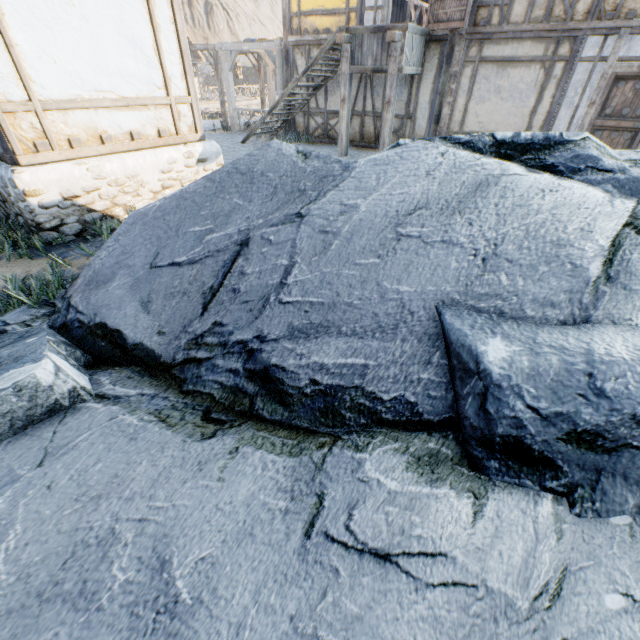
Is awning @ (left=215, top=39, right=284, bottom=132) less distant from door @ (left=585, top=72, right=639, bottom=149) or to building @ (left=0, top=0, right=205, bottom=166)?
building @ (left=0, top=0, right=205, bottom=166)

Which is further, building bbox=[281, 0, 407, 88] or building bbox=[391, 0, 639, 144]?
building bbox=[281, 0, 407, 88]

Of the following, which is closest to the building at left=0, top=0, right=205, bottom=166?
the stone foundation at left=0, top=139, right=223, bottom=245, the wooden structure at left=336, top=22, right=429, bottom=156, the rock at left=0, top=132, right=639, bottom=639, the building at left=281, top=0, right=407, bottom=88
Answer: the stone foundation at left=0, top=139, right=223, bottom=245

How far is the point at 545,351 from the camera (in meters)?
1.77

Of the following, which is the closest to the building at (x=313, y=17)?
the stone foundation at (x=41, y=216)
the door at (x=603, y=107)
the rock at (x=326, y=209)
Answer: the door at (x=603, y=107)

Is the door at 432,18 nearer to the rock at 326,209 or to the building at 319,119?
the building at 319,119

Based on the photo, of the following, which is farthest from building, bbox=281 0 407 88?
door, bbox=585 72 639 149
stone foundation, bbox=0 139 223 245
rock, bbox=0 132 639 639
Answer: stone foundation, bbox=0 139 223 245

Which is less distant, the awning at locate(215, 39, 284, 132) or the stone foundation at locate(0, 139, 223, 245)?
the stone foundation at locate(0, 139, 223, 245)
